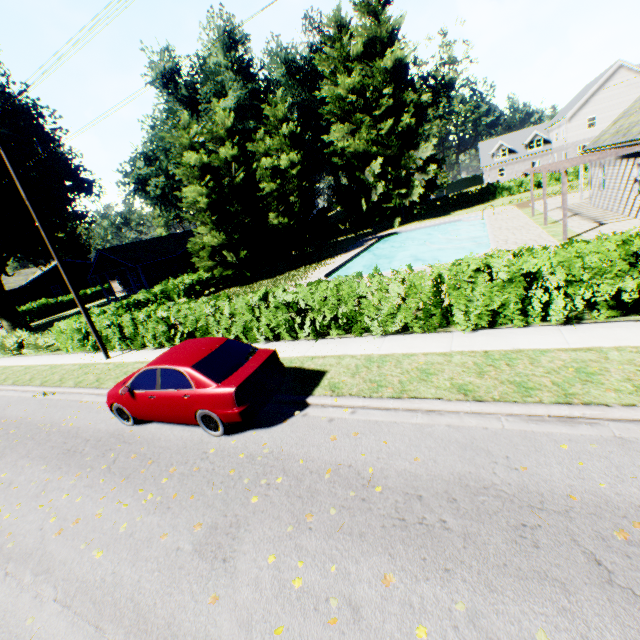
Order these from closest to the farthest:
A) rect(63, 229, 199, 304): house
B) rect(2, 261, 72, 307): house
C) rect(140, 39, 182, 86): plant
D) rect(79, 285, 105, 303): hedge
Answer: rect(63, 229, 199, 304): house < rect(140, 39, 182, 86): plant < rect(2, 261, 72, 307): house < rect(79, 285, 105, 303): hedge

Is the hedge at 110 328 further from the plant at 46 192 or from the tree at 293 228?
the plant at 46 192

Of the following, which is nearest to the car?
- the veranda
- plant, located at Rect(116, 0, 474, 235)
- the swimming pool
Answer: the swimming pool

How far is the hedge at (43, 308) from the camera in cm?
3994

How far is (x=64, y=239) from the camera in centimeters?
5616cm

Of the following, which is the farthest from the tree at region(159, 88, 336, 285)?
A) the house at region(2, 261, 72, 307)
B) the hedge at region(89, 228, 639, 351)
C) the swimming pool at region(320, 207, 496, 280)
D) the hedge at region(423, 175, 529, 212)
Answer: the house at region(2, 261, 72, 307)

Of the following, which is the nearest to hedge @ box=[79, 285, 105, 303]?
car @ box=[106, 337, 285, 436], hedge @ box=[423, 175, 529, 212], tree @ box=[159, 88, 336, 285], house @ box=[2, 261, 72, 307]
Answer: house @ box=[2, 261, 72, 307]

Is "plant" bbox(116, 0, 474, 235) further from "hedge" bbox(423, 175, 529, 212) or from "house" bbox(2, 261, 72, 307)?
"hedge" bbox(423, 175, 529, 212)
